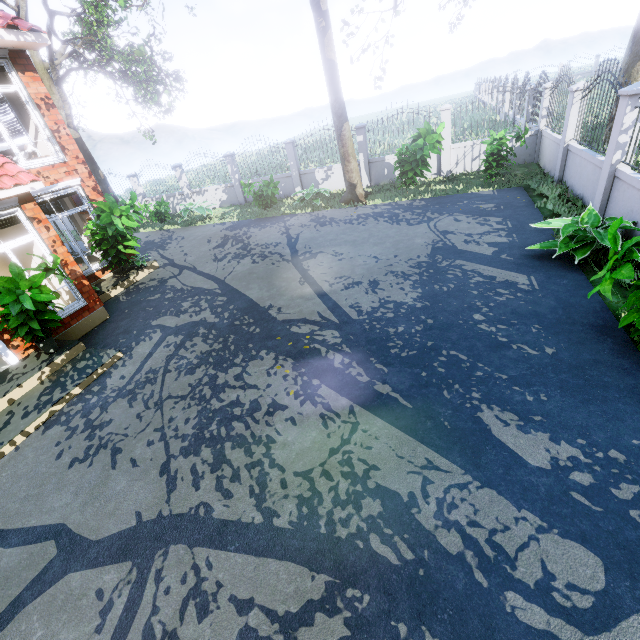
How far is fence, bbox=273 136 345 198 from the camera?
14.5 meters

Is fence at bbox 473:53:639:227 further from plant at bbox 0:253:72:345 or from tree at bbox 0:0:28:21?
plant at bbox 0:253:72:345

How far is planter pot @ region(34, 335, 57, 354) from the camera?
6.32m

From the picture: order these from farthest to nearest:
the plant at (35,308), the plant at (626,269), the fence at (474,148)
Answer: the fence at (474,148)
the plant at (35,308)
the plant at (626,269)

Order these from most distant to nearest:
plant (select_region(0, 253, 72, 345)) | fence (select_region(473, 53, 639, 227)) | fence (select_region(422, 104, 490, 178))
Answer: fence (select_region(422, 104, 490, 178))
fence (select_region(473, 53, 639, 227))
plant (select_region(0, 253, 72, 345))

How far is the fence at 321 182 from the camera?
14.5m

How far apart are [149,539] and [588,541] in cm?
407

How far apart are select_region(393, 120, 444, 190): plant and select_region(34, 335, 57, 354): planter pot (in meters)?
10.98
